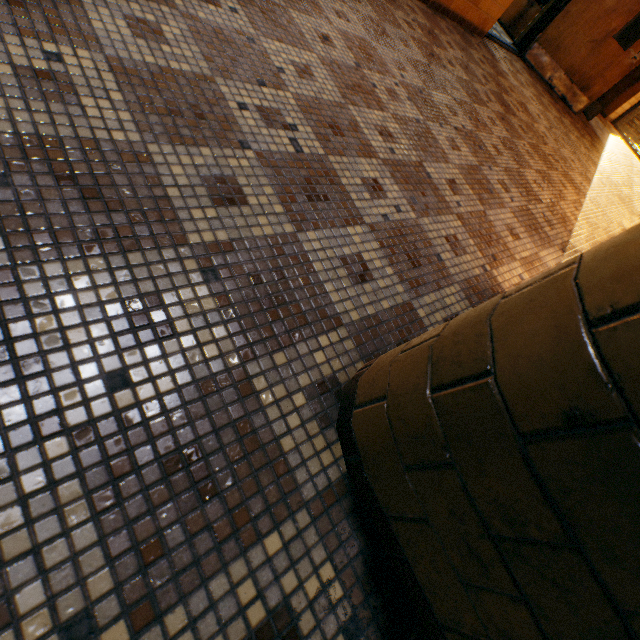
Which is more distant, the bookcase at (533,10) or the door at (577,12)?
the bookcase at (533,10)

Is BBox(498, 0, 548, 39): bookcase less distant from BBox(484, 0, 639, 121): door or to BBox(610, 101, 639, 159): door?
BBox(484, 0, 639, 121): door

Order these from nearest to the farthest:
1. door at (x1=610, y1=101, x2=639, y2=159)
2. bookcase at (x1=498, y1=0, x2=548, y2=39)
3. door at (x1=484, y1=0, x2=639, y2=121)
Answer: door at (x1=484, y1=0, x2=639, y2=121)
bookcase at (x1=498, y1=0, x2=548, y2=39)
door at (x1=610, y1=101, x2=639, y2=159)

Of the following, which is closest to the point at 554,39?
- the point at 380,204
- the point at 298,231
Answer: the point at 380,204

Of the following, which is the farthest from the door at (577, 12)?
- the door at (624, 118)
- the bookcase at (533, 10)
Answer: the door at (624, 118)

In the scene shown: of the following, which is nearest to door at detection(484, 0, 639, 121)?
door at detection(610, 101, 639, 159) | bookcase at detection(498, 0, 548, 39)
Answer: bookcase at detection(498, 0, 548, 39)
